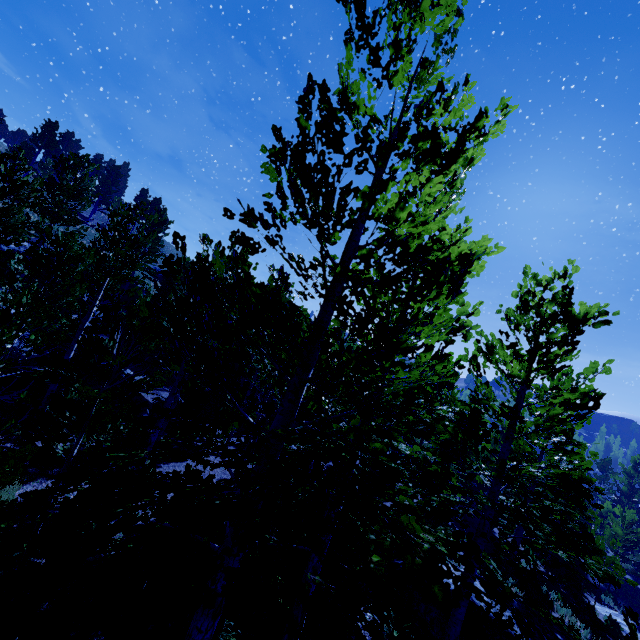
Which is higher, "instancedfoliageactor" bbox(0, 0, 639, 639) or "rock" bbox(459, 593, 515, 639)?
"instancedfoliageactor" bbox(0, 0, 639, 639)

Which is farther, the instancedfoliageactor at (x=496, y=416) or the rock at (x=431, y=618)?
the rock at (x=431, y=618)

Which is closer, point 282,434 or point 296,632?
Result: point 296,632

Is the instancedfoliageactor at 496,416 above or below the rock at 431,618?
above

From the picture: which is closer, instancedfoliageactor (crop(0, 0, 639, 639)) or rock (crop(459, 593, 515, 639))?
instancedfoliageactor (crop(0, 0, 639, 639))
